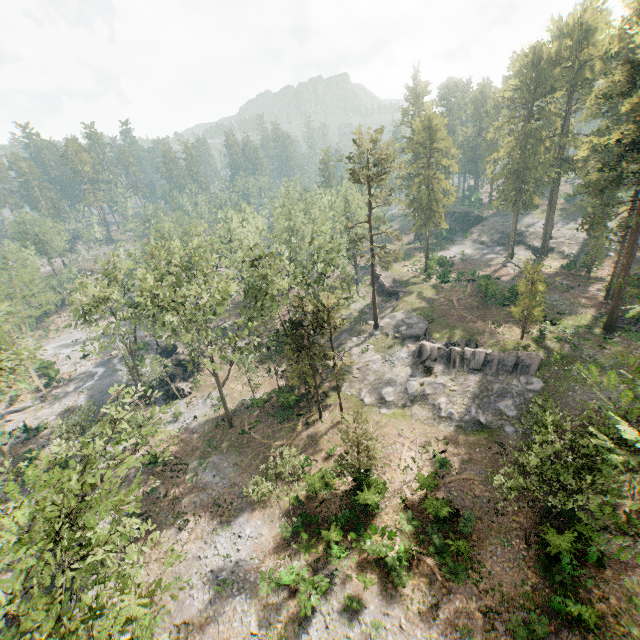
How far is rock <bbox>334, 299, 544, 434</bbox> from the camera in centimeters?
3064cm

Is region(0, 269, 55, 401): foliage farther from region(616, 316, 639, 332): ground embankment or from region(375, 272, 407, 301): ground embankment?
region(375, 272, 407, 301): ground embankment

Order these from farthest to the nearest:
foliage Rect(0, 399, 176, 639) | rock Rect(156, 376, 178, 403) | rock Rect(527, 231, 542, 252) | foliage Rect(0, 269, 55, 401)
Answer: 1. rock Rect(527, 231, 542, 252)
2. rock Rect(156, 376, 178, 403)
3. foliage Rect(0, 269, 55, 401)
4. foliage Rect(0, 399, 176, 639)

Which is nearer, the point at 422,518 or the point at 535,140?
the point at 422,518

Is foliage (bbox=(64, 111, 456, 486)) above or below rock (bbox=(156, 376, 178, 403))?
above

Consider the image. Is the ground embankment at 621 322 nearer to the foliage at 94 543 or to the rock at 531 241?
the foliage at 94 543

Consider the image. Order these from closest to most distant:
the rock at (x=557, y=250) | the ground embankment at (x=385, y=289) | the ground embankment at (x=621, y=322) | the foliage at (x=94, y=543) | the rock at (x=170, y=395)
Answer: the foliage at (x=94, y=543), the ground embankment at (x=621, y=322), the rock at (x=170, y=395), the ground embankment at (x=385, y=289), the rock at (x=557, y=250)

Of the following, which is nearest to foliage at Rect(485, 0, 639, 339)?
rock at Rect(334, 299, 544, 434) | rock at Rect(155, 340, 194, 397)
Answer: rock at Rect(334, 299, 544, 434)
